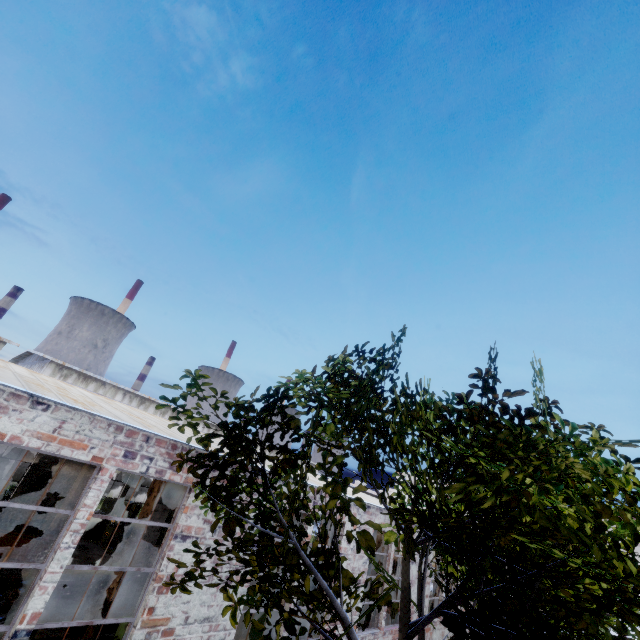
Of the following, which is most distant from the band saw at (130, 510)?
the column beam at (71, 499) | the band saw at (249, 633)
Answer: the band saw at (249, 633)

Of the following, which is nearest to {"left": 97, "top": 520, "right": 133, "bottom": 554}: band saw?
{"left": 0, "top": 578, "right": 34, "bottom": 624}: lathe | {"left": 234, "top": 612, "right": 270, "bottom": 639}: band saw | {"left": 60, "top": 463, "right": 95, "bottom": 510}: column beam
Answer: {"left": 60, "top": 463, "right": 95, "bottom": 510}: column beam

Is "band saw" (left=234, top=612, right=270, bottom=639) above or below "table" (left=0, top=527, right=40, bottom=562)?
above

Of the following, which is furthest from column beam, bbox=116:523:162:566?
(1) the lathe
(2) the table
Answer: (1) the lathe

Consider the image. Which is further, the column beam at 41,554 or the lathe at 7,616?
the column beam at 41,554

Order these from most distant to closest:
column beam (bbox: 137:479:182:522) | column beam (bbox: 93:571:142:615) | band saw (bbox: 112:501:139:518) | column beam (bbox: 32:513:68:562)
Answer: band saw (bbox: 112:501:139:518)
column beam (bbox: 32:513:68:562)
column beam (bbox: 137:479:182:522)
column beam (bbox: 93:571:142:615)

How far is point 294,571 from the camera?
3.5m

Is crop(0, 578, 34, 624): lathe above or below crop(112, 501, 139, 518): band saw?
below
